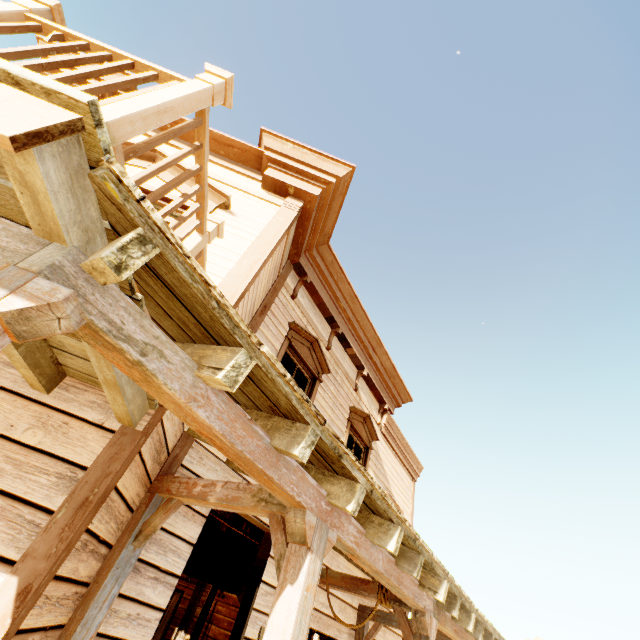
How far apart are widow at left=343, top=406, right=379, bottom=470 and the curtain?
1.45m

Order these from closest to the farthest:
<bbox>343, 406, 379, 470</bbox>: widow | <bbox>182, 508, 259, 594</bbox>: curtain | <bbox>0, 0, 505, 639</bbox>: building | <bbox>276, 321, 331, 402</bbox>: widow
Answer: <bbox>0, 0, 505, 639</bbox>: building
<bbox>182, 508, 259, 594</bbox>: curtain
<bbox>276, 321, 331, 402</bbox>: widow
<bbox>343, 406, 379, 470</bbox>: widow

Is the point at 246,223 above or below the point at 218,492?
above

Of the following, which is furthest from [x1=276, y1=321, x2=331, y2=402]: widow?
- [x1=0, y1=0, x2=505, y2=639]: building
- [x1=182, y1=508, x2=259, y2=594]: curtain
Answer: [x1=182, y1=508, x2=259, y2=594]: curtain

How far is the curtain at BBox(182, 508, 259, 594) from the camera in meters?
3.7

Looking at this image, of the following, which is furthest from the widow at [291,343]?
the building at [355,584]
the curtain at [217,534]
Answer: the curtain at [217,534]

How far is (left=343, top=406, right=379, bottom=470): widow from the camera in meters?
6.9

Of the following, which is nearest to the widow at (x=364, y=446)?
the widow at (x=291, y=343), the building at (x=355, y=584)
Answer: the building at (x=355, y=584)
